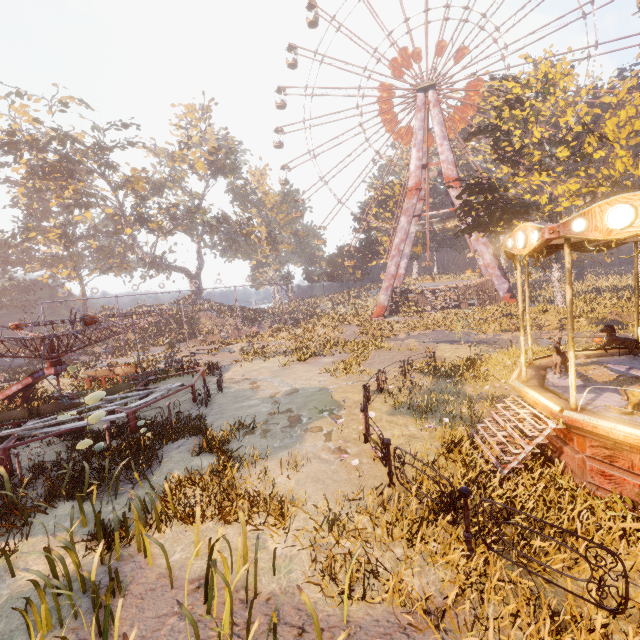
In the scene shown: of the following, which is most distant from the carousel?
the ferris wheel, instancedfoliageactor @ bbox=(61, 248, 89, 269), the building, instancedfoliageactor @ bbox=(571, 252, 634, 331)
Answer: instancedfoliageactor @ bbox=(61, 248, 89, 269)

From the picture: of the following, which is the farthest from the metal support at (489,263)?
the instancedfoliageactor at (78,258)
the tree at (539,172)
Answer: the instancedfoliageactor at (78,258)

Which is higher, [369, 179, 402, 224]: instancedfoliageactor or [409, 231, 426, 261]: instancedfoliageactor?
[369, 179, 402, 224]: instancedfoliageactor

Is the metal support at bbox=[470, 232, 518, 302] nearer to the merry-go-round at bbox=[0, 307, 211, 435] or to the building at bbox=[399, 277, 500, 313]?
the building at bbox=[399, 277, 500, 313]

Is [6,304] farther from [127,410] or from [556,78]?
[556,78]

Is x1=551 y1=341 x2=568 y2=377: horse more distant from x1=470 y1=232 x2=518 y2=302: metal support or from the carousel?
x1=470 y1=232 x2=518 y2=302: metal support

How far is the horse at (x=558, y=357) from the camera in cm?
811

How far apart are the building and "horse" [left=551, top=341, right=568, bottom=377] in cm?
3254
